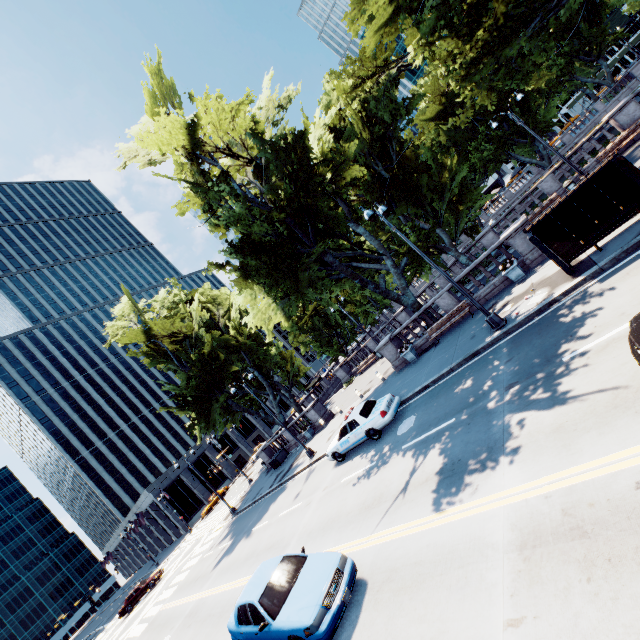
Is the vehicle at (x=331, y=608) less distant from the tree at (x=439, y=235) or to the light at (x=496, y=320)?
the light at (x=496, y=320)

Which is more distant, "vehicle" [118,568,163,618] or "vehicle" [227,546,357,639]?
"vehicle" [118,568,163,618]

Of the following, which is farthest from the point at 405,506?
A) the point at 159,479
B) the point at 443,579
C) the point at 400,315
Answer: the point at 159,479

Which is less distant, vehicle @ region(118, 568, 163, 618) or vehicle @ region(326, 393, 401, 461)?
vehicle @ region(326, 393, 401, 461)

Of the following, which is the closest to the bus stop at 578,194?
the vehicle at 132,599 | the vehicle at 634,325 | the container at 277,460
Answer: the vehicle at 634,325

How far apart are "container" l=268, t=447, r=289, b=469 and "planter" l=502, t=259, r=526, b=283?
24.6 meters

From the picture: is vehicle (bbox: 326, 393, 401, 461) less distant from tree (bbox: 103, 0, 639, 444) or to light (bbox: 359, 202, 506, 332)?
light (bbox: 359, 202, 506, 332)

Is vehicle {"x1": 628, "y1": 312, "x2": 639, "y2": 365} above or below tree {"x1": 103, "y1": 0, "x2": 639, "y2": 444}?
below
